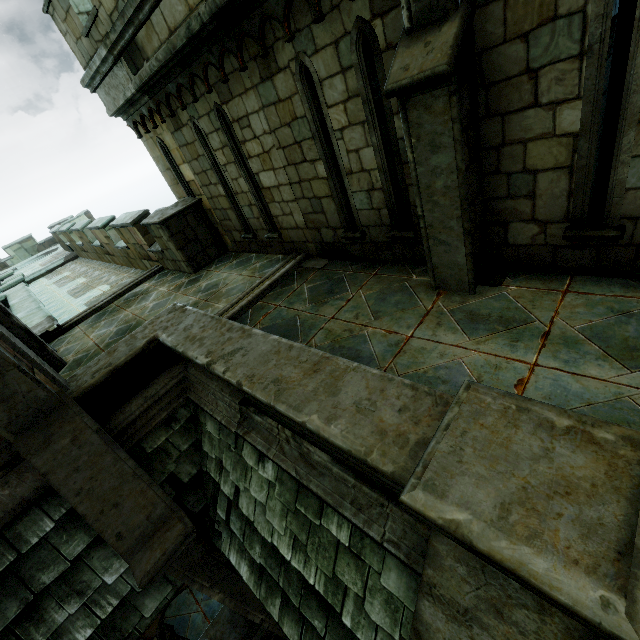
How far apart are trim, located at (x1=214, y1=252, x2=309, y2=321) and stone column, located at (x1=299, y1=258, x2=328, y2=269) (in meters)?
0.03

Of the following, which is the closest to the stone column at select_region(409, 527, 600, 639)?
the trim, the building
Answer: the building

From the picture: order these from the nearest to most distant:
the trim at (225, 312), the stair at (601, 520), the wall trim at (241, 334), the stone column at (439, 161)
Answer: the stair at (601, 520)
the wall trim at (241, 334)
the stone column at (439, 161)
the trim at (225, 312)

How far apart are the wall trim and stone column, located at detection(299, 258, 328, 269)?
2.34m

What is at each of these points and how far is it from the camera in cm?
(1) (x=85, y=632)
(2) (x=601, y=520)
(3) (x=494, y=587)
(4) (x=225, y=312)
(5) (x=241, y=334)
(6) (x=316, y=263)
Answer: (1) building, 379
(2) stair, 137
(3) stone column, 152
(4) trim, 598
(5) wall trim, 400
(6) stone column, 645

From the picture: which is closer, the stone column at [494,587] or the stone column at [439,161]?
the stone column at [494,587]

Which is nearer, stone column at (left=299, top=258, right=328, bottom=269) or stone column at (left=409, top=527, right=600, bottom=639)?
stone column at (left=409, top=527, right=600, bottom=639)

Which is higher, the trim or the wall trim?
the wall trim
